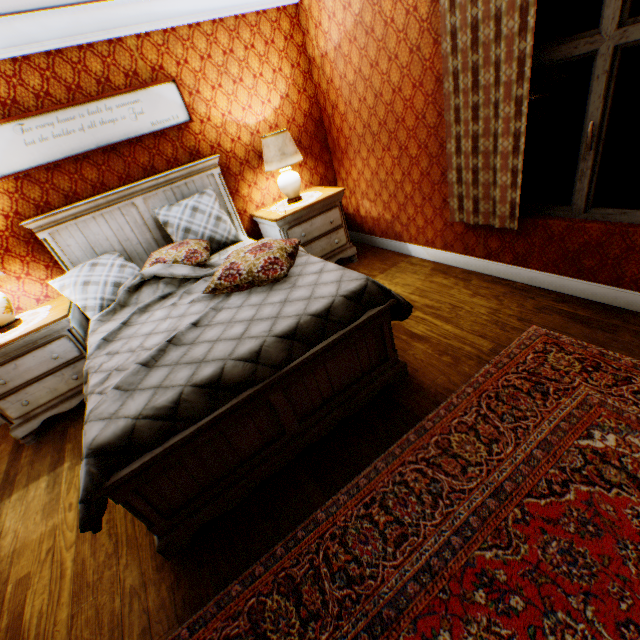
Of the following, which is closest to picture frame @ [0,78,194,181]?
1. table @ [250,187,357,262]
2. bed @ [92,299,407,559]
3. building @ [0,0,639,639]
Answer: building @ [0,0,639,639]

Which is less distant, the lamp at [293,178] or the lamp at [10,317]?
the lamp at [10,317]

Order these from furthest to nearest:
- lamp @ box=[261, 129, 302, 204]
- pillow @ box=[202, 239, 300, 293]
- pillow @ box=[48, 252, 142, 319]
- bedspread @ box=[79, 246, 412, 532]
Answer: lamp @ box=[261, 129, 302, 204] → pillow @ box=[48, 252, 142, 319] → pillow @ box=[202, 239, 300, 293] → bedspread @ box=[79, 246, 412, 532]

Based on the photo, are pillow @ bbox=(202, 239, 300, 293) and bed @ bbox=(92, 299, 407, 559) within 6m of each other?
yes

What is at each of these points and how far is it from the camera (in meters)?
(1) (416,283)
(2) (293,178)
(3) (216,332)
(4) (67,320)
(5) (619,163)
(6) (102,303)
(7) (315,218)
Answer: (1) building, 3.70
(2) lamp, 3.93
(3) bedspread, 2.12
(4) table, 2.98
(5) fence column, 9.27
(6) pillow, 3.04
(7) table, 4.02

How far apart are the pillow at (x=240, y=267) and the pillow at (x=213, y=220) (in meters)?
0.29

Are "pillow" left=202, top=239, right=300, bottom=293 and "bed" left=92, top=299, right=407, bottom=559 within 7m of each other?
yes

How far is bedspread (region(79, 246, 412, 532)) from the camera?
1.6 meters
